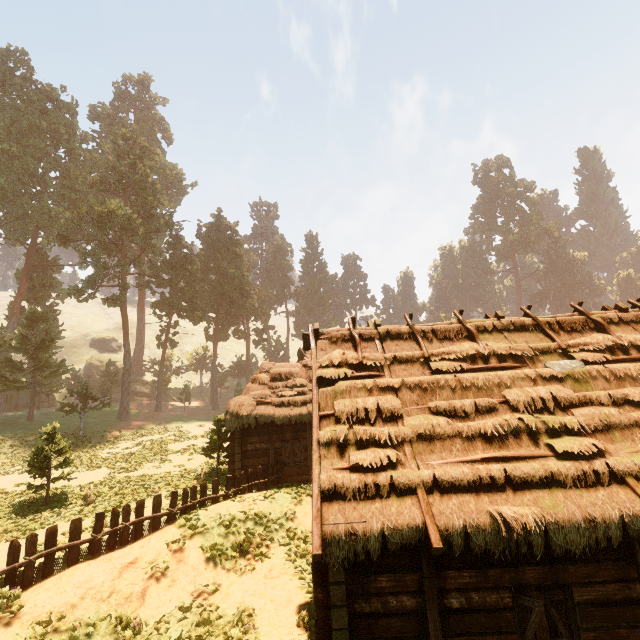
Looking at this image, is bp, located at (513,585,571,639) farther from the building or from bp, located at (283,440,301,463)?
bp, located at (283,440,301,463)

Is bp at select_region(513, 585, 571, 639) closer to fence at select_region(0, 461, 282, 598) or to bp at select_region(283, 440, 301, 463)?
fence at select_region(0, 461, 282, 598)

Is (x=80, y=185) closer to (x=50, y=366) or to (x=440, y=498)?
(x=50, y=366)

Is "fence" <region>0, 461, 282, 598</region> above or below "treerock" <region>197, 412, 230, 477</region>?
below

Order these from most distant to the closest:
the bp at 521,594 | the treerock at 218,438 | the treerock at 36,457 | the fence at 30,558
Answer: the treerock at 218,438 → the treerock at 36,457 → the fence at 30,558 → the bp at 521,594

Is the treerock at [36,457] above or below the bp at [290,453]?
above

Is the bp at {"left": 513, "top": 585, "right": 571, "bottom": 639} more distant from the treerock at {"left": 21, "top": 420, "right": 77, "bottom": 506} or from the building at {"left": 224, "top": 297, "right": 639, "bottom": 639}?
the treerock at {"left": 21, "top": 420, "right": 77, "bottom": 506}

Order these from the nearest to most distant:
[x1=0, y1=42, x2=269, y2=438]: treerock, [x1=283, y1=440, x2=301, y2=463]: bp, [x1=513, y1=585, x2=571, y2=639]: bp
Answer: [x1=513, y1=585, x2=571, y2=639]: bp, [x1=283, y1=440, x2=301, y2=463]: bp, [x1=0, y1=42, x2=269, y2=438]: treerock
